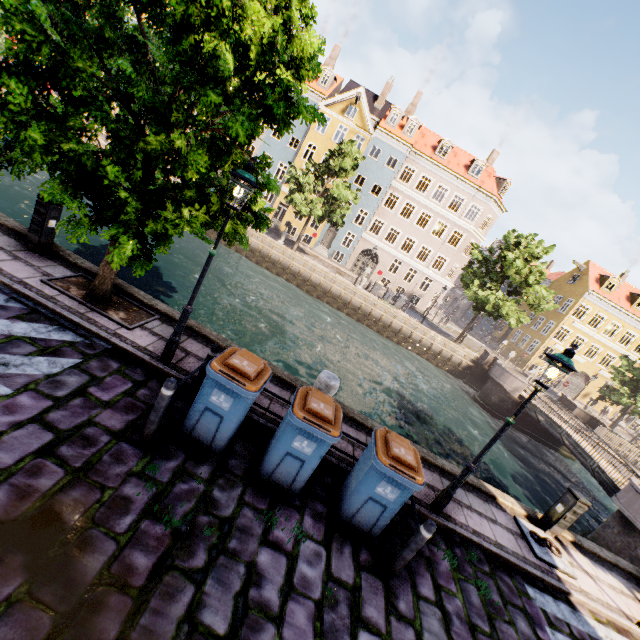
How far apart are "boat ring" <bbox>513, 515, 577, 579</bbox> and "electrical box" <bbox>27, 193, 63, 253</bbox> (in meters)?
12.46

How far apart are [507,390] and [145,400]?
24.1m

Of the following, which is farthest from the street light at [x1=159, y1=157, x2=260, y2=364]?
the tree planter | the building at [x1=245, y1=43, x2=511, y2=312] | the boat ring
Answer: the building at [x1=245, y1=43, x2=511, y2=312]

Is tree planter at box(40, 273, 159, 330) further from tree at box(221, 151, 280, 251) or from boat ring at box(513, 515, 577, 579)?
boat ring at box(513, 515, 577, 579)

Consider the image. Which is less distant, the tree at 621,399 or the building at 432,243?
the tree at 621,399

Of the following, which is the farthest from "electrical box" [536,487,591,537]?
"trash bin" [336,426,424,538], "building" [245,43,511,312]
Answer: "building" [245,43,511,312]

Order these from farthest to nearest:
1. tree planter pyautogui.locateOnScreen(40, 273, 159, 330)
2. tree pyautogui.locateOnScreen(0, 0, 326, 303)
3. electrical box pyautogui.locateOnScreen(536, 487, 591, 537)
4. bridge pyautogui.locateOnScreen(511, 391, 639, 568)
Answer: bridge pyautogui.locateOnScreen(511, 391, 639, 568) < electrical box pyautogui.locateOnScreen(536, 487, 591, 537) < tree planter pyautogui.locateOnScreen(40, 273, 159, 330) < tree pyautogui.locateOnScreen(0, 0, 326, 303)

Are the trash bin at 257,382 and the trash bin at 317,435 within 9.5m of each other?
yes
